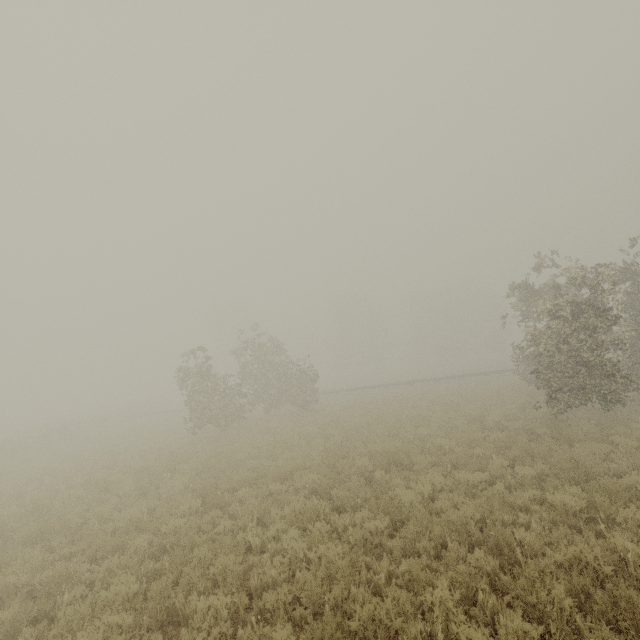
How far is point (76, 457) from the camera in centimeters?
1709cm
